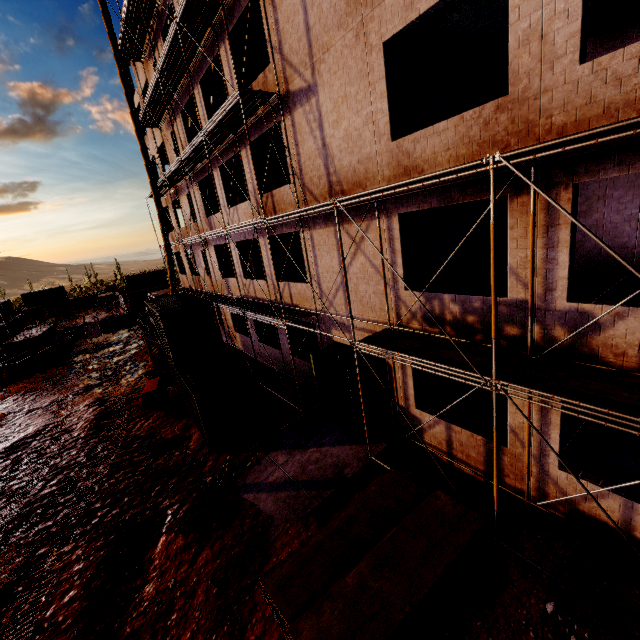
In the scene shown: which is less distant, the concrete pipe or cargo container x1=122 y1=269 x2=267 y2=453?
cargo container x1=122 y1=269 x2=267 y2=453

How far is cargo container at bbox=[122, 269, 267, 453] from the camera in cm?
1235

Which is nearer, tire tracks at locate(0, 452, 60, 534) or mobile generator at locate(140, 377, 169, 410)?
tire tracks at locate(0, 452, 60, 534)

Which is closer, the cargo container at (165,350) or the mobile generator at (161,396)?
the cargo container at (165,350)

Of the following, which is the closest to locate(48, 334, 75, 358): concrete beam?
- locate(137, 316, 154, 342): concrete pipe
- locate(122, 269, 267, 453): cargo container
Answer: locate(137, 316, 154, 342): concrete pipe

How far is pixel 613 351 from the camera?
5.9 meters

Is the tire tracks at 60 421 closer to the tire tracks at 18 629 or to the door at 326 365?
the tire tracks at 18 629

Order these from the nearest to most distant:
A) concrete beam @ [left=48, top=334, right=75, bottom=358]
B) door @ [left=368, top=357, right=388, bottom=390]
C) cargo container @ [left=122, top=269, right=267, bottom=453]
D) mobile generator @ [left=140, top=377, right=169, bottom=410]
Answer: door @ [left=368, top=357, right=388, bottom=390], cargo container @ [left=122, top=269, right=267, bottom=453], mobile generator @ [left=140, top=377, right=169, bottom=410], concrete beam @ [left=48, top=334, right=75, bottom=358]
